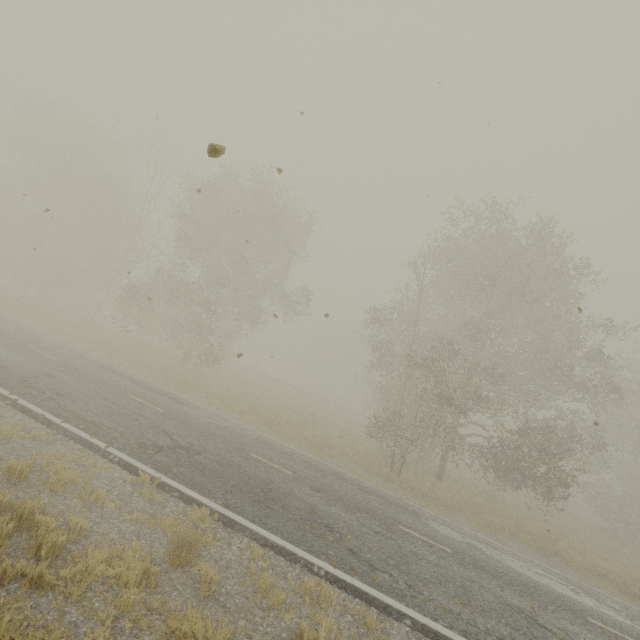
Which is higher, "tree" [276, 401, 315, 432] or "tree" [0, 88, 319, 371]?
"tree" [0, 88, 319, 371]

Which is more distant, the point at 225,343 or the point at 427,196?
the point at 225,343

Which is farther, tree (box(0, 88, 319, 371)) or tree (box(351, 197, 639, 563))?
tree (box(0, 88, 319, 371))

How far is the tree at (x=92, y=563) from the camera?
3.8m

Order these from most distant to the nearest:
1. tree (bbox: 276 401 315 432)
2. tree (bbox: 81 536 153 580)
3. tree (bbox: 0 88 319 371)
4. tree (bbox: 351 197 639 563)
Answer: tree (bbox: 0 88 319 371) < tree (bbox: 276 401 315 432) < tree (bbox: 351 197 639 563) < tree (bbox: 81 536 153 580)

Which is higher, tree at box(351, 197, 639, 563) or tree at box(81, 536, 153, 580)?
tree at box(351, 197, 639, 563)

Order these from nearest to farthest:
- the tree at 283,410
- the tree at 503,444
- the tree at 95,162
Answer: the tree at 503,444 → the tree at 283,410 → the tree at 95,162
